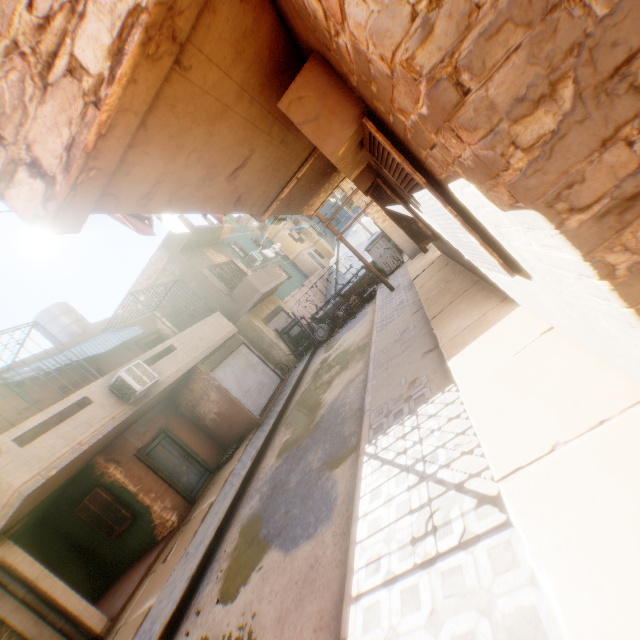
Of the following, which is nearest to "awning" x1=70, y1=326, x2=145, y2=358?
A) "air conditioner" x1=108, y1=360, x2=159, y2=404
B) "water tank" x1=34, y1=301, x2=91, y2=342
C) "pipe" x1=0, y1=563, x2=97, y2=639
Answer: "air conditioner" x1=108, y1=360, x2=159, y2=404

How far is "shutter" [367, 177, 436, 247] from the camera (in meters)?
5.77

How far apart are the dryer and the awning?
7.3m

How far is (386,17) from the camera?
1.14m

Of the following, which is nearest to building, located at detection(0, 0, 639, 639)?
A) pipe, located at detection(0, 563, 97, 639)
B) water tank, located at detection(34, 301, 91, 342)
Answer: pipe, located at detection(0, 563, 97, 639)

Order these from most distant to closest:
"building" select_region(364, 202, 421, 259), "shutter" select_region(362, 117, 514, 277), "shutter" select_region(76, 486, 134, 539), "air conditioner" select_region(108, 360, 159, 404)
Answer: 1. "building" select_region(364, 202, 421, 259)
2. "shutter" select_region(76, 486, 134, 539)
3. "air conditioner" select_region(108, 360, 159, 404)
4. "shutter" select_region(362, 117, 514, 277)

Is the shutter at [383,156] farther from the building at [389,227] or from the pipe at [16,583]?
the pipe at [16,583]

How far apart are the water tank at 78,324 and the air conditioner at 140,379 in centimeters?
668cm
